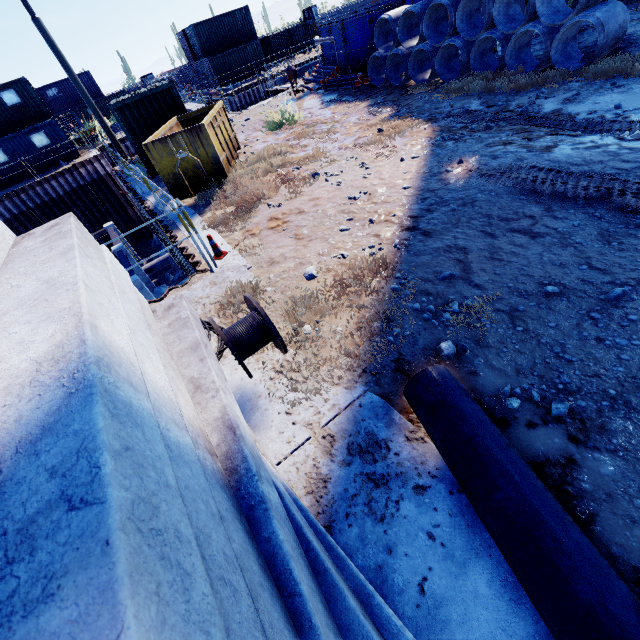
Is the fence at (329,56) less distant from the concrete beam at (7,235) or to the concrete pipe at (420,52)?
the concrete pipe at (420,52)

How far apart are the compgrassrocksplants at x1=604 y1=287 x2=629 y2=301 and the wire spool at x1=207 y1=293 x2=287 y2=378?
3.5 meters

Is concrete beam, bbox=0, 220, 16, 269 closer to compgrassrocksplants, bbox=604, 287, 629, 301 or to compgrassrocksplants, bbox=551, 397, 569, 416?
compgrassrocksplants, bbox=551, 397, 569, 416

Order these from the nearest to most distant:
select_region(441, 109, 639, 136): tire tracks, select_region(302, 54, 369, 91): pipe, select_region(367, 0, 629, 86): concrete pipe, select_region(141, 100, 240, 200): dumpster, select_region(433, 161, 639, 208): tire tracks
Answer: select_region(433, 161, 639, 208): tire tracks
select_region(441, 109, 639, 136): tire tracks
select_region(367, 0, 629, 86): concrete pipe
select_region(141, 100, 240, 200): dumpster
select_region(302, 54, 369, 91): pipe

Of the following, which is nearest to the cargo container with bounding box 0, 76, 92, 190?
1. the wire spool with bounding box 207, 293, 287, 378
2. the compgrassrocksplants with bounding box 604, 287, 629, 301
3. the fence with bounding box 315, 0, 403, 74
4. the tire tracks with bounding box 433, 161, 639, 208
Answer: the fence with bounding box 315, 0, 403, 74

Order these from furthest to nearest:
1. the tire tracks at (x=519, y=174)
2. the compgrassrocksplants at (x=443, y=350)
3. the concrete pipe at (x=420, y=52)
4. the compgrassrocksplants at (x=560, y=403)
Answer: the concrete pipe at (x=420, y=52) < the tire tracks at (x=519, y=174) < the compgrassrocksplants at (x=443, y=350) < the compgrassrocksplants at (x=560, y=403)

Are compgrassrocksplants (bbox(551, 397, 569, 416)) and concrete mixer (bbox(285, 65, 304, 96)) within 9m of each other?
no

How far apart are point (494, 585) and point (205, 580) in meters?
2.3 m
